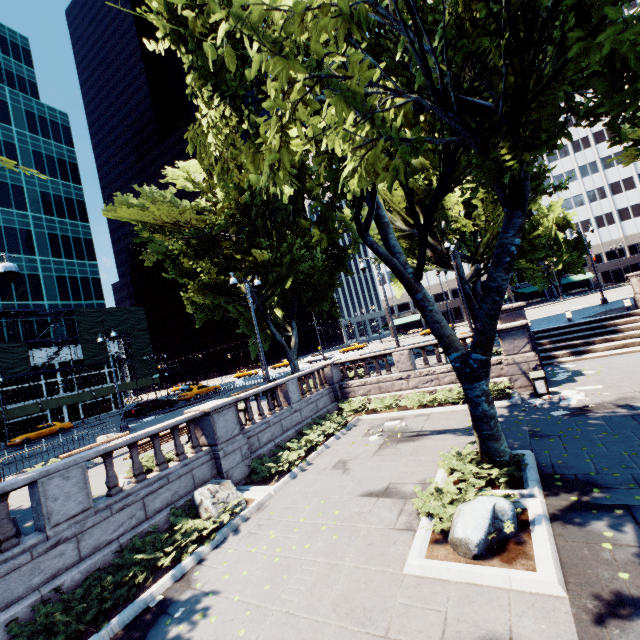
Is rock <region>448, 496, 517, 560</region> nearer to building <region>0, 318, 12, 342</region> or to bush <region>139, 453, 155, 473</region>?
bush <region>139, 453, 155, 473</region>

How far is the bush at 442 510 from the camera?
6.9 meters

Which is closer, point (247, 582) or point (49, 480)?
point (247, 582)

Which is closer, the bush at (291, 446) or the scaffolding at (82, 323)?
the bush at (291, 446)

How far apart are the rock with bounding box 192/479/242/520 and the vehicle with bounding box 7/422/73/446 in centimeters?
3475cm

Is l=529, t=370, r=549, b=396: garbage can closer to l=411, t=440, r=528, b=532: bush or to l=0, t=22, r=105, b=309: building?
l=411, t=440, r=528, b=532: bush

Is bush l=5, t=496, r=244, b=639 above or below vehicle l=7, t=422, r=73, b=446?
below

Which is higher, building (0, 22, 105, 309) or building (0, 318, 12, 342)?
building (0, 22, 105, 309)
